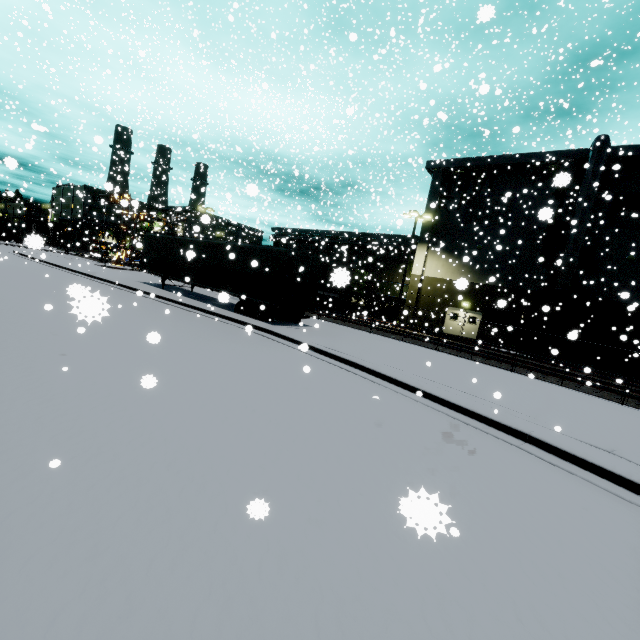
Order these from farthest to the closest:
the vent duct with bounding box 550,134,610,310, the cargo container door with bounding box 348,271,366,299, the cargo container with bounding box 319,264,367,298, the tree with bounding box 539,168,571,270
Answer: the cargo container door with bounding box 348,271,366,299, the vent duct with bounding box 550,134,610,310, the tree with bounding box 539,168,571,270, the cargo container with bounding box 319,264,367,298

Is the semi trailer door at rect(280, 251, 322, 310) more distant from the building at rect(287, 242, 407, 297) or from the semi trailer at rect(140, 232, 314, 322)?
the building at rect(287, 242, 407, 297)

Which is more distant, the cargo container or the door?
the door

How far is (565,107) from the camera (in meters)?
21.94

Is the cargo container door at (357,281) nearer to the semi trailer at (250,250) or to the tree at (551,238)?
the tree at (551,238)

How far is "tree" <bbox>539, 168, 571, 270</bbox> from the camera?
17.5m

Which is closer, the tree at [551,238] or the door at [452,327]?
the tree at [551,238]

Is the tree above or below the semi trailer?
above
